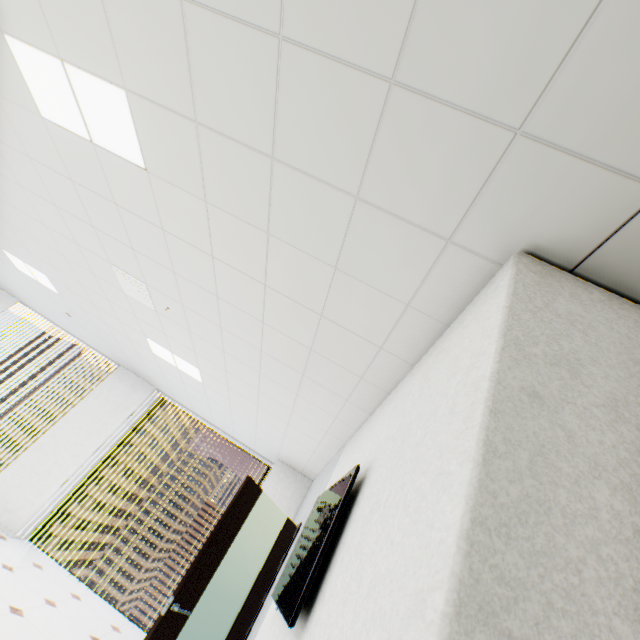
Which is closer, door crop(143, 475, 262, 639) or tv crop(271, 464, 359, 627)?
tv crop(271, 464, 359, 627)

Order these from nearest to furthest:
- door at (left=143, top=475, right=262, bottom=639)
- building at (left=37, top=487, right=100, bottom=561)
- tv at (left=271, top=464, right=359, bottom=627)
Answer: tv at (left=271, top=464, right=359, bottom=627)
door at (left=143, top=475, right=262, bottom=639)
building at (left=37, top=487, right=100, bottom=561)

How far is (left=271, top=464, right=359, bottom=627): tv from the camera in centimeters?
160cm

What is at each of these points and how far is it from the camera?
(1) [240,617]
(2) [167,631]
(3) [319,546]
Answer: (1) door, 3.23m
(2) door, 2.49m
(3) tv, 1.75m

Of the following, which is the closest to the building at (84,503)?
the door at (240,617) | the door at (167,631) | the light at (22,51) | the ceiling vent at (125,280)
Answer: the door at (240,617)

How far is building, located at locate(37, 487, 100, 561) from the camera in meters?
54.8

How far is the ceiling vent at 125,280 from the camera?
3.6m

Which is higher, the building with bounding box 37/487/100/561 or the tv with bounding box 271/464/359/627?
the tv with bounding box 271/464/359/627
